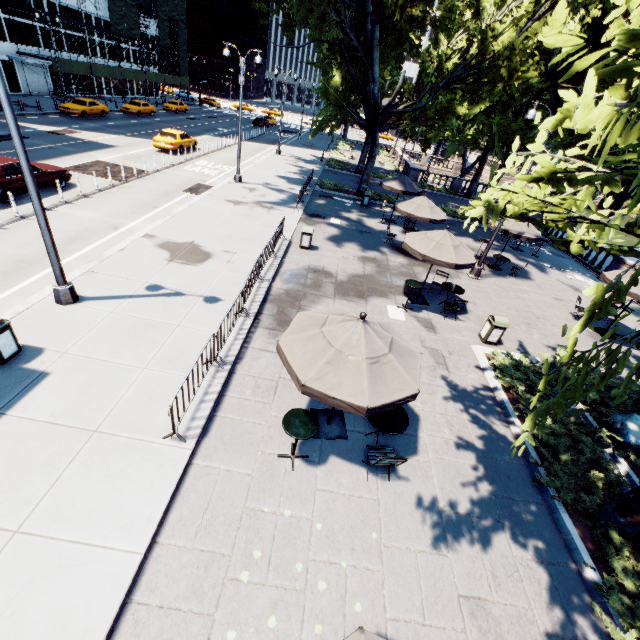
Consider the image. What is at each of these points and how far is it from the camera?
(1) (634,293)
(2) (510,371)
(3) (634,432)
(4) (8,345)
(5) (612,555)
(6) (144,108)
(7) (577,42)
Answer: (1) umbrella, 12.1 meters
(2) bush, 10.0 meters
(3) rock, 8.4 meters
(4) garbage can, 6.9 meters
(5) bush, 5.7 meters
(6) vehicle, 39.4 meters
(7) tree, 2.5 meters

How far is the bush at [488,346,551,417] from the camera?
8.9m

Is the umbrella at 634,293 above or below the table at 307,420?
above

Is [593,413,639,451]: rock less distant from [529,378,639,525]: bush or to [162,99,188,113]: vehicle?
[529,378,639,525]: bush

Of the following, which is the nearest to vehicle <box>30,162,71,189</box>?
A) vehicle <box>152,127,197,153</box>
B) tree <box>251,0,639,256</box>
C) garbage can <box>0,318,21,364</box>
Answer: garbage can <box>0,318,21,364</box>

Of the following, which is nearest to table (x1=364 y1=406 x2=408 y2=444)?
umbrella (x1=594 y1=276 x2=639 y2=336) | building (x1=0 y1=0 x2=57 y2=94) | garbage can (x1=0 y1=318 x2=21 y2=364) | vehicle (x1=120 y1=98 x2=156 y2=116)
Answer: garbage can (x1=0 y1=318 x2=21 y2=364)

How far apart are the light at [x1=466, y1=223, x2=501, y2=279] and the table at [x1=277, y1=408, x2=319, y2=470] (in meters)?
13.51

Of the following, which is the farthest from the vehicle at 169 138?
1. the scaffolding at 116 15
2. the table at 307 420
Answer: the table at 307 420
